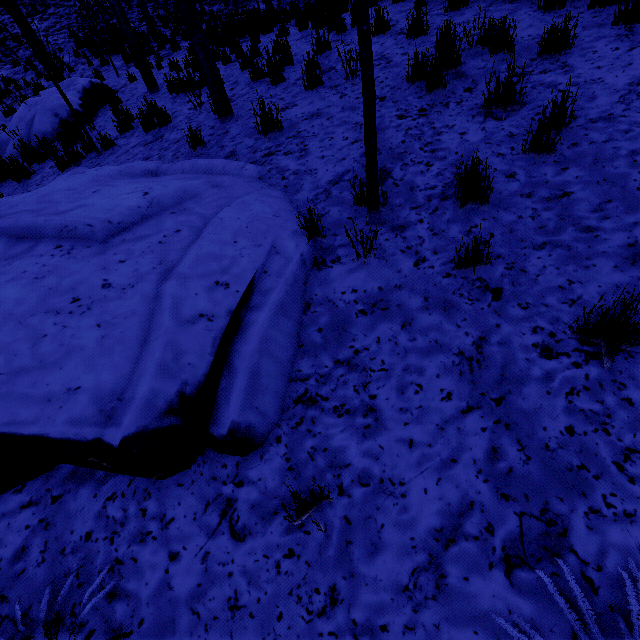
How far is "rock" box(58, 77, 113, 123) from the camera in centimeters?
780cm

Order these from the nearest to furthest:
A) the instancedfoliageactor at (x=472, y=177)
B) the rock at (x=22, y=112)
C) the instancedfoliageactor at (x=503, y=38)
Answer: the instancedfoliageactor at (x=472, y=177)
the instancedfoliageactor at (x=503, y=38)
the rock at (x=22, y=112)

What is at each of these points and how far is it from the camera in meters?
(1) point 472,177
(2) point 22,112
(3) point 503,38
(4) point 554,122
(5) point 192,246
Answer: (1) instancedfoliageactor, 2.7
(2) rock, 7.9
(3) instancedfoliageactor, 3.9
(4) instancedfoliageactor, 3.0
(5) rock, 2.6

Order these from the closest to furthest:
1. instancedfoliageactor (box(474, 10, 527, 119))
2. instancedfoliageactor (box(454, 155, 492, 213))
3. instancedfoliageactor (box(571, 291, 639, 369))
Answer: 1. instancedfoliageactor (box(571, 291, 639, 369))
2. instancedfoliageactor (box(454, 155, 492, 213))
3. instancedfoliageactor (box(474, 10, 527, 119))

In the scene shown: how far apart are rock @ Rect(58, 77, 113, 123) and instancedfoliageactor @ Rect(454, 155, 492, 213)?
8.5 meters

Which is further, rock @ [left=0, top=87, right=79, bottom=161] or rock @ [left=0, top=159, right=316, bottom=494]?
rock @ [left=0, top=87, right=79, bottom=161]

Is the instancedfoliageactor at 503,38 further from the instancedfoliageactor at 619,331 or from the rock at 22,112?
the rock at 22,112

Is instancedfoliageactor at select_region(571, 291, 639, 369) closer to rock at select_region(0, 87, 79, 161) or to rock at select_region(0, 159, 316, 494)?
rock at select_region(0, 159, 316, 494)
